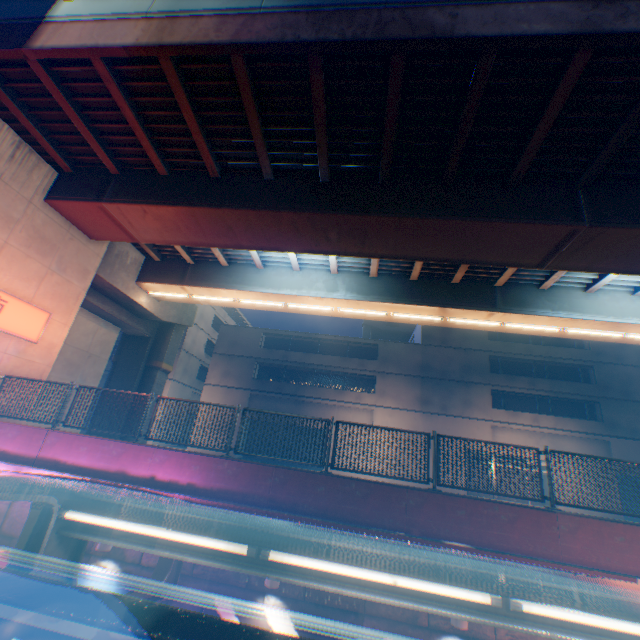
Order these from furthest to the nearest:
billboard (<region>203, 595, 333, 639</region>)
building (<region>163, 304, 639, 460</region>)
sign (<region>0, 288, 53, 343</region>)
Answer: building (<region>163, 304, 639, 460</region>) → sign (<region>0, 288, 53, 343</region>) → billboard (<region>203, 595, 333, 639</region>)

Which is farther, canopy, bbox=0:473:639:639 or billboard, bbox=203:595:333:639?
billboard, bbox=203:595:333:639

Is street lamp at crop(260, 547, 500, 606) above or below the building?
below

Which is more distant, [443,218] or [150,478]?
[443,218]

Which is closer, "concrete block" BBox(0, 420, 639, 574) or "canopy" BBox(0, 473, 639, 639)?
"canopy" BBox(0, 473, 639, 639)

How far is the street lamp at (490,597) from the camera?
2.9m

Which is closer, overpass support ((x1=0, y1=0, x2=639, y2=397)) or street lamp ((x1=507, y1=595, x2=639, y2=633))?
street lamp ((x1=507, y1=595, x2=639, y2=633))

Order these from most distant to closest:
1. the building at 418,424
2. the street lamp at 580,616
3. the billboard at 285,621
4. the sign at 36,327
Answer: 1. the building at 418,424
2. the sign at 36,327
3. the billboard at 285,621
4. the street lamp at 580,616
